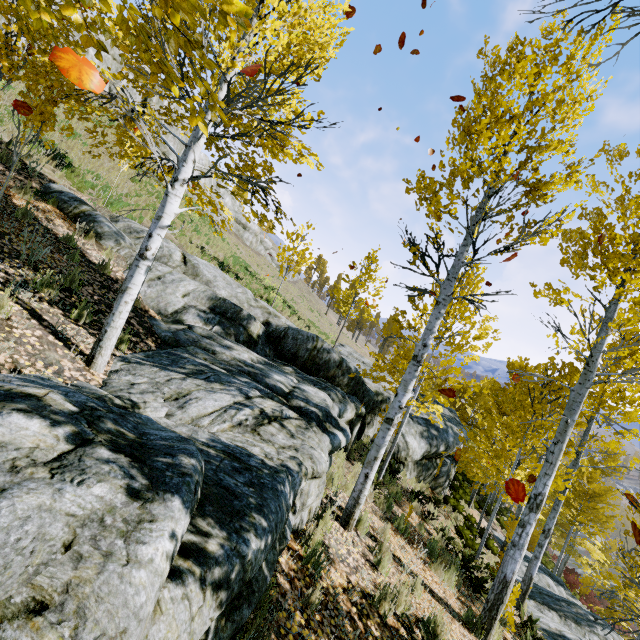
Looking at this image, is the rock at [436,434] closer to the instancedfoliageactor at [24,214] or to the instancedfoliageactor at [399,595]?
the instancedfoliageactor at [24,214]

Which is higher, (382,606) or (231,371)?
(231,371)

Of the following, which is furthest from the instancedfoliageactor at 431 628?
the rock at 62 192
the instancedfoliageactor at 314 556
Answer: the instancedfoliageactor at 314 556

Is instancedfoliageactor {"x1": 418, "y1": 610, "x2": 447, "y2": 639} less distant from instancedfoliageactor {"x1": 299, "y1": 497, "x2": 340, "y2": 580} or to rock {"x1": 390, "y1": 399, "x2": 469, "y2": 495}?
rock {"x1": 390, "y1": 399, "x2": 469, "y2": 495}

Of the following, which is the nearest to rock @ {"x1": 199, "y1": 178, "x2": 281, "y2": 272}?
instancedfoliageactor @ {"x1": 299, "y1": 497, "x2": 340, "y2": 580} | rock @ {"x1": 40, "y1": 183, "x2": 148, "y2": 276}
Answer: rock @ {"x1": 40, "y1": 183, "x2": 148, "y2": 276}

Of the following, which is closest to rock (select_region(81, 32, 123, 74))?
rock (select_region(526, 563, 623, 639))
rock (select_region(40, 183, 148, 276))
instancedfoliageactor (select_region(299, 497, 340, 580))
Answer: rock (select_region(40, 183, 148, 276))

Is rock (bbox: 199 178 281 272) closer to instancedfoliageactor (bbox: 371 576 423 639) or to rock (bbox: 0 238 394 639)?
rock (bbox: 0 238 394 639)
